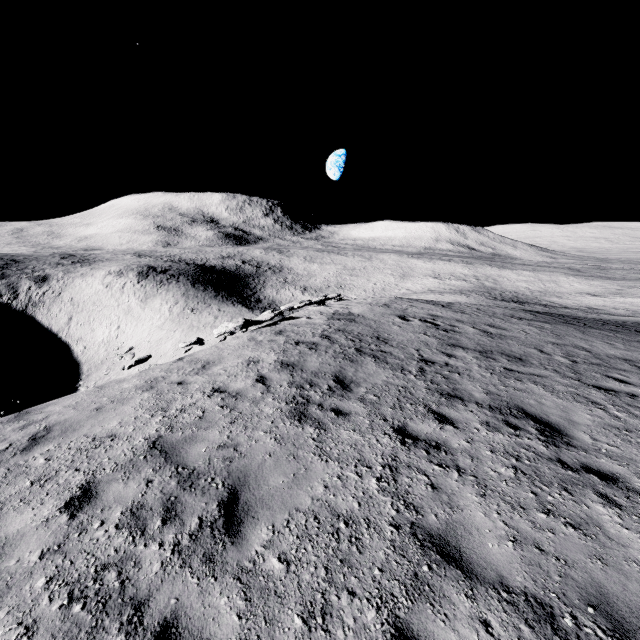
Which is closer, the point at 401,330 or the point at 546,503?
the point at 546,503
